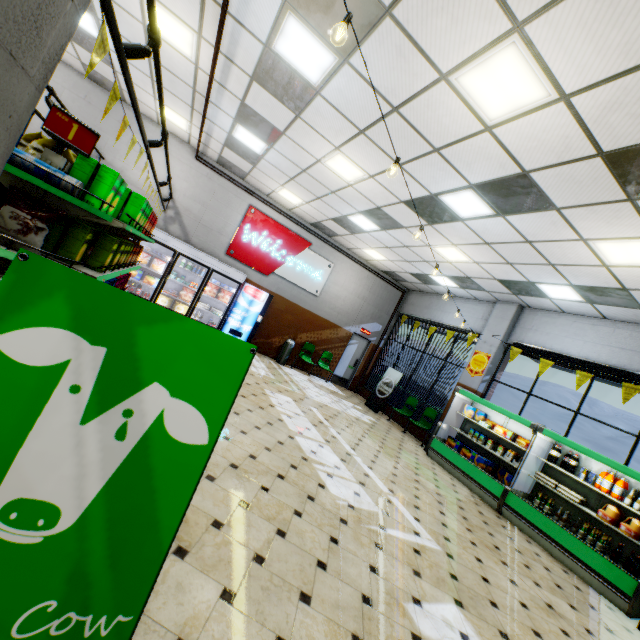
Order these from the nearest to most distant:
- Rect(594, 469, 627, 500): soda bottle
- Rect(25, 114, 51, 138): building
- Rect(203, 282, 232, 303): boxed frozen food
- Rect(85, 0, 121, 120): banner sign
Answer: Rect(85, 0, 121, 120): banner sign < Rect(594, 469, 627, 500): soda bottle < Rect(25, 114, 51, 138): building < Rect(203, 282, 232, 303): boxed frozen food

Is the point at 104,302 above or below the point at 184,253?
below

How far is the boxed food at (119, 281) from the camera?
4.5m

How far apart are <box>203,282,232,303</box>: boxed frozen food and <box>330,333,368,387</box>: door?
5.2m

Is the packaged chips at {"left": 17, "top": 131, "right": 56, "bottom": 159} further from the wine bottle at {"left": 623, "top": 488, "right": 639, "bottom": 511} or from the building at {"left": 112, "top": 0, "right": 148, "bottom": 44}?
the wine bottle at {"left": 623, "top": 488, "right": 639, "bottom": 511}

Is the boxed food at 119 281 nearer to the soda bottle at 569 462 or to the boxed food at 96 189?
the boxed food at 96 189

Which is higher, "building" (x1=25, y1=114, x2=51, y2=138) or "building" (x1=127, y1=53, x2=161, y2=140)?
"building" (x1=127, y1=53, x2=161, y2=140)

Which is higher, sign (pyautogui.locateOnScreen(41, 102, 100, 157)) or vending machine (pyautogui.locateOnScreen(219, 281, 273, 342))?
sign (pyautogui.locateOnScreen(41, 102, 100, 157))
